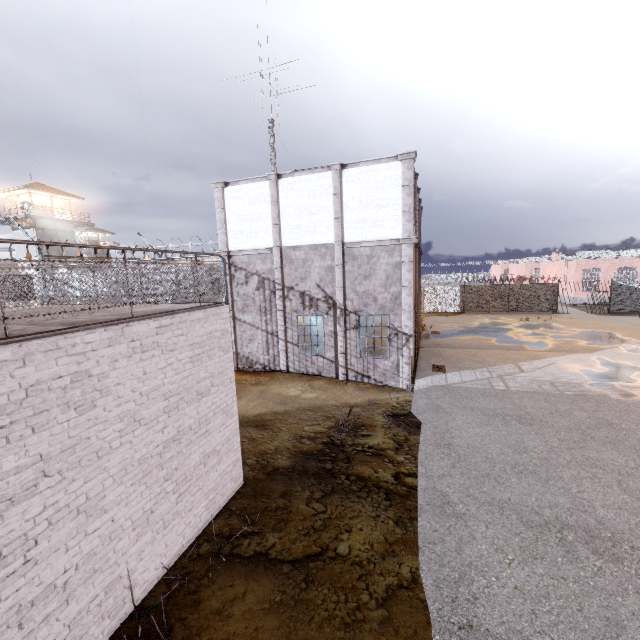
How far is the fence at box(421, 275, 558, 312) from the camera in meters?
30.4

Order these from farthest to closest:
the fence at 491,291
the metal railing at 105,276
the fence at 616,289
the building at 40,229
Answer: the building at 40,229 → the fence at 491,291 → the fence at 616,289 → the metal railing at 105,276

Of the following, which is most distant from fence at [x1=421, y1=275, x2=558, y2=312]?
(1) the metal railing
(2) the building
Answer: (2) the building

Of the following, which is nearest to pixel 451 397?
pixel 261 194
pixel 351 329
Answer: pixel 351 329

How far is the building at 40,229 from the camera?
34.8m

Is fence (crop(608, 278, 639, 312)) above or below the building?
below

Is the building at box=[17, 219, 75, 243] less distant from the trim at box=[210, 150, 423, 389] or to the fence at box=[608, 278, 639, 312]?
the fence at box=[608, 278, 639, 312]

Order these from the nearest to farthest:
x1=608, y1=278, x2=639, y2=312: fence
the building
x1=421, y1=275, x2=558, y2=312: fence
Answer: x1=608, y1=278, x2=639, y2=312: fence → x1=421, y1=275, x2=558, y2=312: fence → the building
